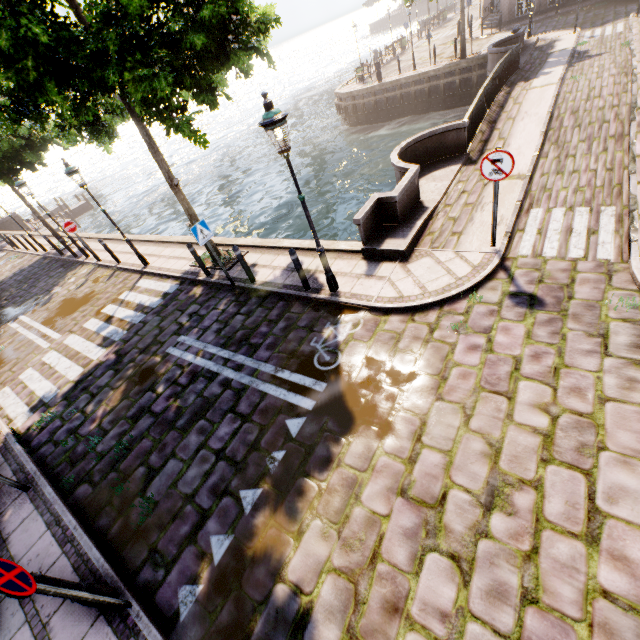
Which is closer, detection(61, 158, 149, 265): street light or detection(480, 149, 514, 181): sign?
detection(480, 149, 514, 181): sign

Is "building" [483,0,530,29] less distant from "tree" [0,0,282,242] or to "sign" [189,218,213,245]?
"tree" [0,0,282,242]

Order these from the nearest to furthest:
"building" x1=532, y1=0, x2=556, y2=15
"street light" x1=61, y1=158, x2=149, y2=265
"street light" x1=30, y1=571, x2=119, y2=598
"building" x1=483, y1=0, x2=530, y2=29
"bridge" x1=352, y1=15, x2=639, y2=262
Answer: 1. "street light" x1=30, y1=571, x2=119, y2=598
2. "bridge" x1=352, y1=15, x2=639, y2=262
3. "street light" x1=61, y1=158, x2=149, y2=265
4. "building" x1=532, y1=0, x2=556, y2=15
5. "building" x1=483, y1=0, x2=530, y2=29

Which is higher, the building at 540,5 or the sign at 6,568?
the sign at 6,568

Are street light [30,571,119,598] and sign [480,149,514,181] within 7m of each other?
no

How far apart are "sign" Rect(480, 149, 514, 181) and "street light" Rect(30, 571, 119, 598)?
8.3m

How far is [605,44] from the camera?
14.3m

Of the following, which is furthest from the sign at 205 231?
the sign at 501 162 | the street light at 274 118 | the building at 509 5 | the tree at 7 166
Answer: the building at 509 5
